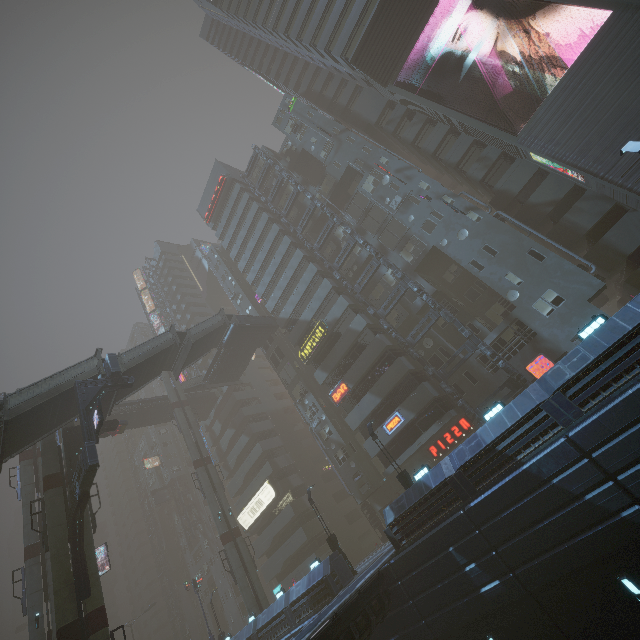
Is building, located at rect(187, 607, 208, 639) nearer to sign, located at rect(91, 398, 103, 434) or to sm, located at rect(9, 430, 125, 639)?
sm, located at rect(9, 430, 125, 639)

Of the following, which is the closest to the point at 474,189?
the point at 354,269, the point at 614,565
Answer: the point at 354,269

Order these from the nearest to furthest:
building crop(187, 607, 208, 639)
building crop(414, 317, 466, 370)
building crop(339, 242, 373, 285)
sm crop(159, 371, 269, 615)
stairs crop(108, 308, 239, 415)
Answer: stairs crop(108, 308, 239, 415) < building crop(414, 317, 466, 370) < sm crop(159, 371, 269, 615) < building crop(339, 242, 373, 285) < building crop(187, 607, 208, 639)

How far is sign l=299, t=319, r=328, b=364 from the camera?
34.53m

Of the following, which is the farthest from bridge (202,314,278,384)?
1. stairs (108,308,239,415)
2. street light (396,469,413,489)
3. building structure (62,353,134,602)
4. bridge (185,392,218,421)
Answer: street light (396,469,413,489)

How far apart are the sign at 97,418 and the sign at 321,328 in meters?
20.0 m

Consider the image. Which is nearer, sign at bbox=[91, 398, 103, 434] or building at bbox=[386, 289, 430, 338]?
sign at bbox=[91, 398, 103, 434]

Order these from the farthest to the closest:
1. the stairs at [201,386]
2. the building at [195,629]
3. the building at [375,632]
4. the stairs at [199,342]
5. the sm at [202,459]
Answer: the building at [195,629]
the stairs at [201,386]
the sm at [202,459]
the stairs at [199,342]
the building at [375,632]
